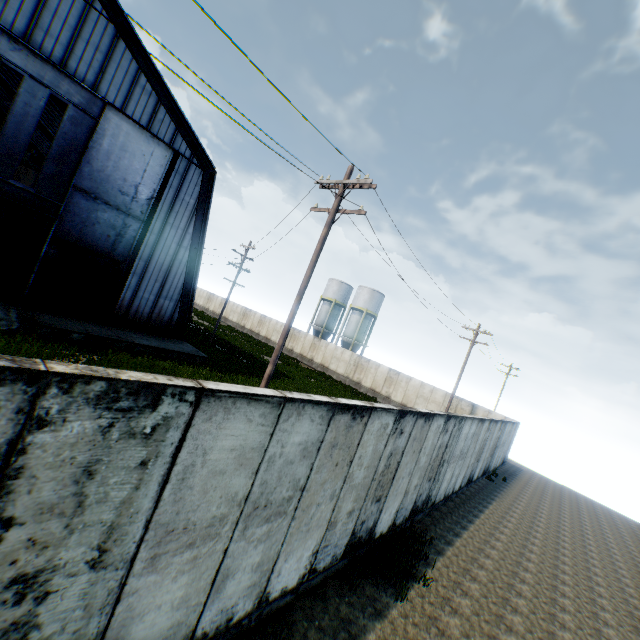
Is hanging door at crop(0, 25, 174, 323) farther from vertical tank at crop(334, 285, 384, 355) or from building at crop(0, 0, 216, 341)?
vertical tank at crop(334, 285, 384, 355)

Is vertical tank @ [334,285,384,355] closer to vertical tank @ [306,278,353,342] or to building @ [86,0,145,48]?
vertical tank @ [306,278,353,342]

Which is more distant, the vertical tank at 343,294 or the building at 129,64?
the vertical tank at 343,294

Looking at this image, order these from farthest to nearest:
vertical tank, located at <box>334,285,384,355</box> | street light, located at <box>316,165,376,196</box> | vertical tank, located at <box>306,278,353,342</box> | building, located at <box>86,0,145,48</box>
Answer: vertical tank, located at <box>306,278,353,342</box> < vertical tank, located at <box>334,285,384,355</box> < building, located at <box>86,0,145,48</box> < street light, located at <box>316,165,376,196</box>

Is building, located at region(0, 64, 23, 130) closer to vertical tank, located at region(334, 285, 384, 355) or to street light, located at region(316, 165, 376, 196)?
street light, located at region(316, 165, 376, 196)

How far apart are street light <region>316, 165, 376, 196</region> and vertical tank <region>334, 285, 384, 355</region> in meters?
33.3 m

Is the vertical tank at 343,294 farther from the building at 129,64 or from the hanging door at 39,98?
the hanging door at 39,98

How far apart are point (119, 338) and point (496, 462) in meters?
24.1 m
